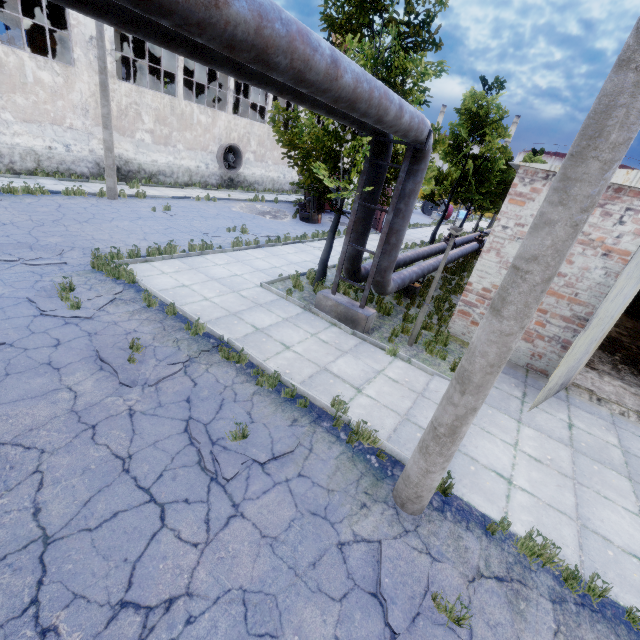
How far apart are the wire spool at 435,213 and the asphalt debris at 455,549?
44.8m

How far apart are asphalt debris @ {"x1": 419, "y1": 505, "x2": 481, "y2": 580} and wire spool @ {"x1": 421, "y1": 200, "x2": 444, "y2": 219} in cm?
4483

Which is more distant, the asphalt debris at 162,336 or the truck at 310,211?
the truck at 310,211

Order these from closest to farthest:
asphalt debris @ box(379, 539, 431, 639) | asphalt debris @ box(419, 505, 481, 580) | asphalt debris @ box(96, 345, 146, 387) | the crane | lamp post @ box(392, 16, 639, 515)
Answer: lamp post @ box(392, 16, 639, 515), asphalt debris @ box(379, 539, 431, 639), asphalt debris @ box(419, 505, 481, 580), asphalt debris @ box(96, 345, 146, 387), the crane

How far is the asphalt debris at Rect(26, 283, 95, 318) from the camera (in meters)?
6.76

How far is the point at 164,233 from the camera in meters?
13.1

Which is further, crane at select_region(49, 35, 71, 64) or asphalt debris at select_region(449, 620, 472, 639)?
crane at select_region(49, 35, 71, 64)

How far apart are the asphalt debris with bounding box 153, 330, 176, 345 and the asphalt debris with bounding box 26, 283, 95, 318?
1.5 meters
